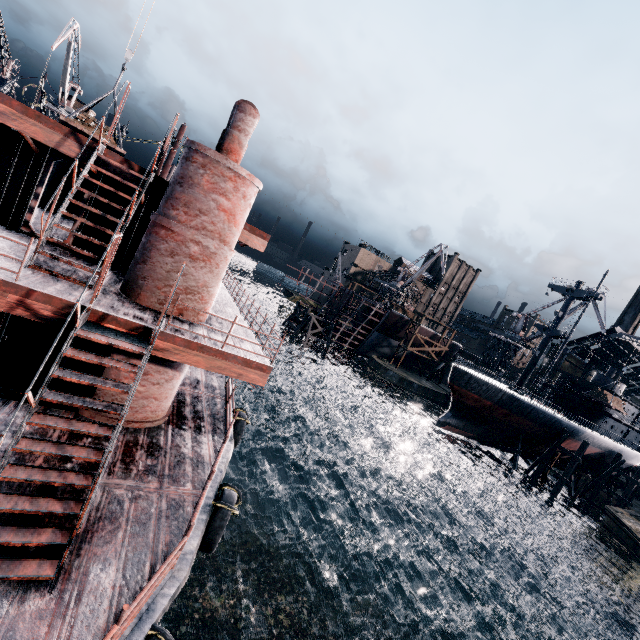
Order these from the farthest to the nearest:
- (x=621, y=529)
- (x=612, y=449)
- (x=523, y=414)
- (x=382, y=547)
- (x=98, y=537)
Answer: (x=612, y=449) < (x=523, y=414) < (x=621, y=529) < (x=382, y=547) < (x=98, y=537)

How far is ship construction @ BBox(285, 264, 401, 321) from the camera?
55.97m

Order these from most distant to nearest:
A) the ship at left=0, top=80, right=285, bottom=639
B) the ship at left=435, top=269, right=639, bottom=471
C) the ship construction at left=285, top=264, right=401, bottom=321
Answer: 1. the ship construction at left=285, top=264, right=401, bottom=321
2. the ship at left=435, top=269, right=639, bottom=471
3. the ship at left=0, top=80, right=285, bottom=639

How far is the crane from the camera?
50.88m

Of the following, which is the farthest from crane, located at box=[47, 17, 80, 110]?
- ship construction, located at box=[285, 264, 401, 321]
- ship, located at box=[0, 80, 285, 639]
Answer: ship construction, located at box=[285, 264, 401, 321]

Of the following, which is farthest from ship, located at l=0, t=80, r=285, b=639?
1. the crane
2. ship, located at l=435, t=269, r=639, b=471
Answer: the crane

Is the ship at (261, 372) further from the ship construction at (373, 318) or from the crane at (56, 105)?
the crane at (56, 105)
